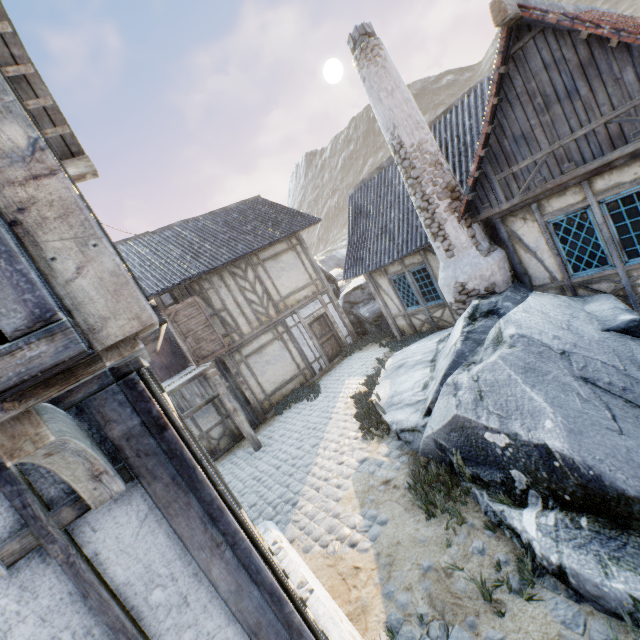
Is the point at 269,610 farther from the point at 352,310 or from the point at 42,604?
the point at 352,310

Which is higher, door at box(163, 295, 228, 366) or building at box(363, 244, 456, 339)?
door at box(163, 295, 228, 366)

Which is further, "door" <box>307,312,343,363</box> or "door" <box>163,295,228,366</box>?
"door" <box>307,312,343,363</box>

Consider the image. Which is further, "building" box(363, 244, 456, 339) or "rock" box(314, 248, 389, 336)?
"rock" box(314, 248, 389, 336)

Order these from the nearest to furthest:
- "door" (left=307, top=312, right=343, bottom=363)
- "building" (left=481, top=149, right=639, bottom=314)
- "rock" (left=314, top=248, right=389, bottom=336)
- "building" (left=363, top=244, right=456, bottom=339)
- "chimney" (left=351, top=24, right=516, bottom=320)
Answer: "building" (left=481, top=149, right=639, bottom=314) < "chimney" (left=351, top=24, right=516, bottom=320) < "building" (left=363, top=244, right=456, bottom=339) < "door" (left=307, top=312, right=343, bottom=363) < "rock" (left=314, top=248, right=389, bottom=336)

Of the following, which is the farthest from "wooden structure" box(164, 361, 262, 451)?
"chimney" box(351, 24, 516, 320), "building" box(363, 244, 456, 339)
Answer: "chimney" box(351, 24, 516, 320)

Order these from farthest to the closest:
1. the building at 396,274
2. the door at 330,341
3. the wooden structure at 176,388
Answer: the door at 330,341 < the building at 396,274 < the wooden structure at 176,388

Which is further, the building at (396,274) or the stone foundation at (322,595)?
the building at (396,274)
